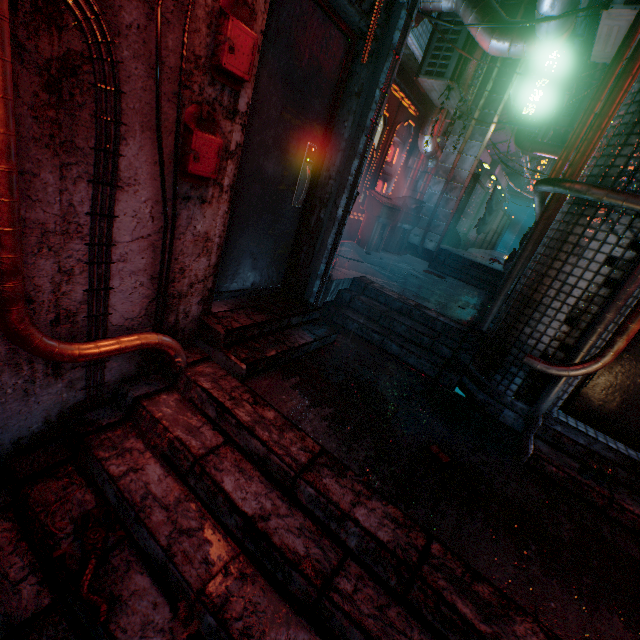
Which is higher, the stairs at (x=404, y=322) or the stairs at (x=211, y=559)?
the stairs at (x=404, y=322)

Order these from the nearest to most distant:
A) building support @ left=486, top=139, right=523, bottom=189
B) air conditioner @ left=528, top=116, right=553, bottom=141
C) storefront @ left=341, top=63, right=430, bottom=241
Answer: storefront @ left=341, top=63, right=430, bottom=241, air conditioner @ left=528, top=116, right=553, bottom=141, building support @ left=486, top=139, right=523, bottom=189

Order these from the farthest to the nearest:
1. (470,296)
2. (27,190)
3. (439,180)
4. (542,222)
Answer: (439,180)
(470,296)
(542,222)
(27,190)

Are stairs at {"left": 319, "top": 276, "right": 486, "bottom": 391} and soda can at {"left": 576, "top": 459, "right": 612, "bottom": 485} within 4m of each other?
yes

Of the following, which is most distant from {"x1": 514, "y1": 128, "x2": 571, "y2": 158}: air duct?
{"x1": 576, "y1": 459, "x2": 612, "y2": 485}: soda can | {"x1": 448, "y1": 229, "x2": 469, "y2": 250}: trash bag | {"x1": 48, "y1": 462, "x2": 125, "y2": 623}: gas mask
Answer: {"x1": 48, "y1": 462, "x2": 125, "y2": 623}: gas mask

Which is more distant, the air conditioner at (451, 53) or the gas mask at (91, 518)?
the air conditioner at (451, 53)

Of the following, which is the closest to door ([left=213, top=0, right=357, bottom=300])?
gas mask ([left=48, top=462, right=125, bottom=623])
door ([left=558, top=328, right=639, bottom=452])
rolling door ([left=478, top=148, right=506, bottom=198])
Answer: gas mask ([left=48, top=462, right=125, bottom=623])

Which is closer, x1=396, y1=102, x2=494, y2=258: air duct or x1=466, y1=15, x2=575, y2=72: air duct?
x1=466, y1=15, x2=575, y2=72: air duct
